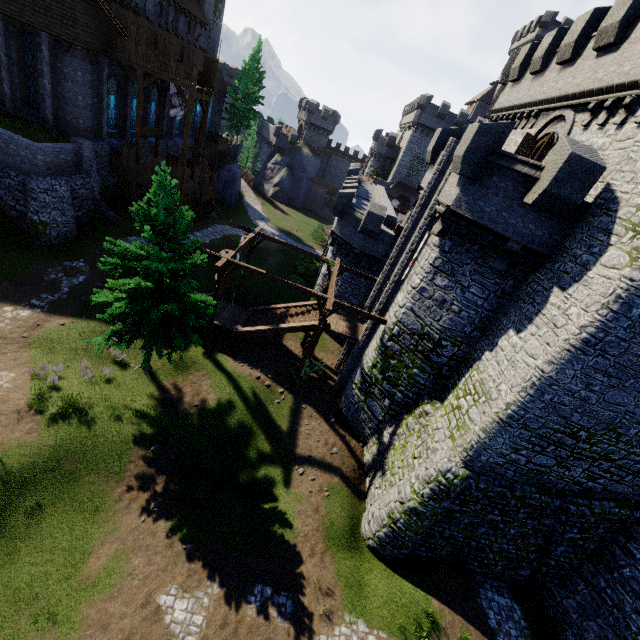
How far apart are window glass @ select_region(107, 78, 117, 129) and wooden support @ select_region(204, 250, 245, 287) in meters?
18.9 m

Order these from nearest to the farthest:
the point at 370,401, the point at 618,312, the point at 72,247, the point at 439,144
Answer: the point at 618,312 → the point at 439,144 → the point at 370,401 → the point at 72,247

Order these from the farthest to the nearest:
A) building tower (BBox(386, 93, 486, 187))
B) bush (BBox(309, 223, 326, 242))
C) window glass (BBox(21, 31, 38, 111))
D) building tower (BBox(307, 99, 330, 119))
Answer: building tower (BBox(307, 99, 330, 119))
bush (BBox(309, 223, 326, 242))
building tower (BBox(386, 93, 486, 187))
window glass (BBox(21, 31, 38, 111))

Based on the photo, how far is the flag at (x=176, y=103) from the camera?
25.77m

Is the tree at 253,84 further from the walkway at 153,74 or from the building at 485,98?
the building at 485,98

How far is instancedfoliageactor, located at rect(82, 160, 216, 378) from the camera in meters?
12.8 m

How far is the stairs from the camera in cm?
2044

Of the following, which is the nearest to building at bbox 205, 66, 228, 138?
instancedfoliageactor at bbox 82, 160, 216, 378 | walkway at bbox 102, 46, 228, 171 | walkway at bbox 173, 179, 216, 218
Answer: walkway at bbox 102, 46, 228, 171
